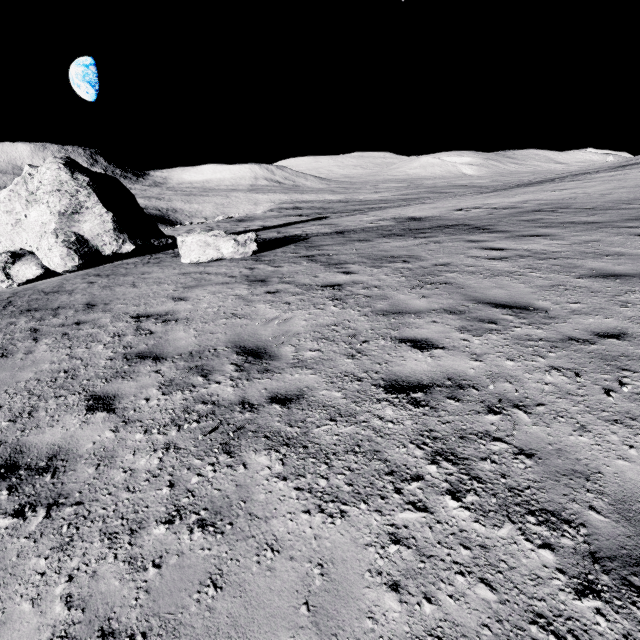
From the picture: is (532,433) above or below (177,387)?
above
